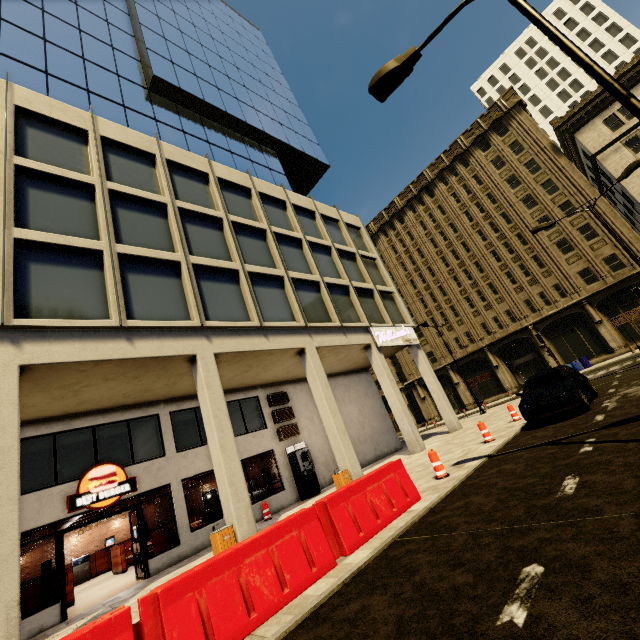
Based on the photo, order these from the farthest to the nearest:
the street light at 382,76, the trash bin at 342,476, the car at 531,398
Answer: the trash bin at 342,476 → the car at 531,398 → the street light at 382,76

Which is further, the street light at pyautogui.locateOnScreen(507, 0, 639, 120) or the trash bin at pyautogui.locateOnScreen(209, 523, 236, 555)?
the trash bin at pyautogui.locateOnScreen(209, 523, 236, 555)

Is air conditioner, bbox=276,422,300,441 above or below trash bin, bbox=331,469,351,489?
above

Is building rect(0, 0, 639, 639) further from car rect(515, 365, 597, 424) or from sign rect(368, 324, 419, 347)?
car rect(515, 365, 597, 424)

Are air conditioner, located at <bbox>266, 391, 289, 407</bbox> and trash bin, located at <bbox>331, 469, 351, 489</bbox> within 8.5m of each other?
yes

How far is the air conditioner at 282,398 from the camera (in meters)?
17.09

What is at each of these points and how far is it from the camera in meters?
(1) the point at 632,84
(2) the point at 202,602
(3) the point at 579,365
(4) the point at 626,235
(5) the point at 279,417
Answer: (1) building, 28.0
(2) cement barricade, 3.9
(3) barrel, 29.6
(4) building, 28.4
(5) air conditioner, 16.8

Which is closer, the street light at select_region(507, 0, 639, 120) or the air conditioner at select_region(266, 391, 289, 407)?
the street light at select_region(507, 0, 639, 120)
